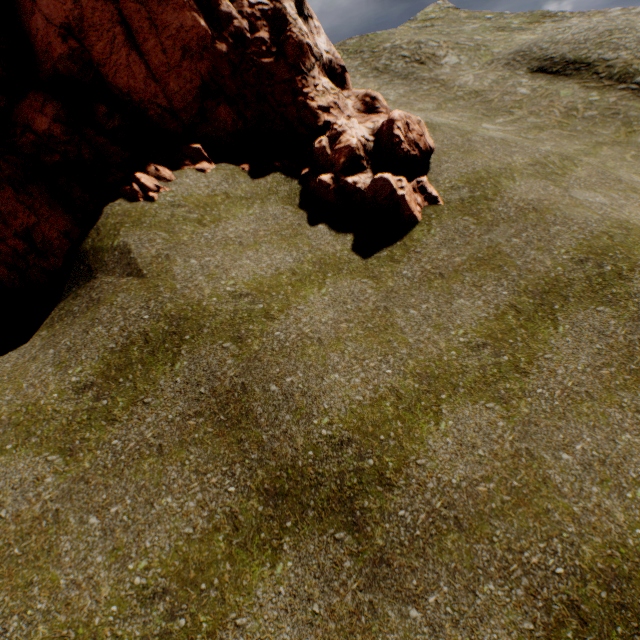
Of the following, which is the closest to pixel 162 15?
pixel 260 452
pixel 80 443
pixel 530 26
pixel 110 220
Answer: pixel 110 220
